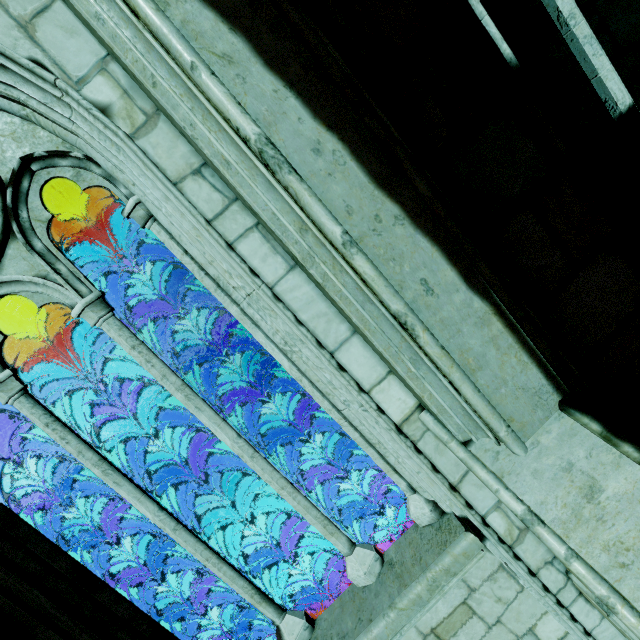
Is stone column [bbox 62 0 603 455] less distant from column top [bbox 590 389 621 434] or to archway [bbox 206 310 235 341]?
column top [bbox 590 389 621 434]

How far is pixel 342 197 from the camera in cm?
164

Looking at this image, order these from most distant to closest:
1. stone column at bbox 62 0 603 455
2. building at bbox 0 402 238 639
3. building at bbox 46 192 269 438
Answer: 1. building at bbox 46 192 269 438
2. building at bbox 0 402 238 639
3. stone column at bbox 62 0 603 455

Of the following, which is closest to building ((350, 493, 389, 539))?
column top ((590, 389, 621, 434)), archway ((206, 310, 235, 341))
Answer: archway ((206, 310, 235, 341))

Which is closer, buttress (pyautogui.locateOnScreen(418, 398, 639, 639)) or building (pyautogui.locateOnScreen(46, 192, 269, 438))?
buttress (pyautogui.locateOnScreen(418, 398, 639, 639))

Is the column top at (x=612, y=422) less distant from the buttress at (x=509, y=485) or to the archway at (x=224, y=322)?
the buttress at (x=509, y=485)

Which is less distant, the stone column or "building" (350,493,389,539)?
the stone column

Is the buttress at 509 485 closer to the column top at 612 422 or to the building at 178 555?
the column top at 612 422
